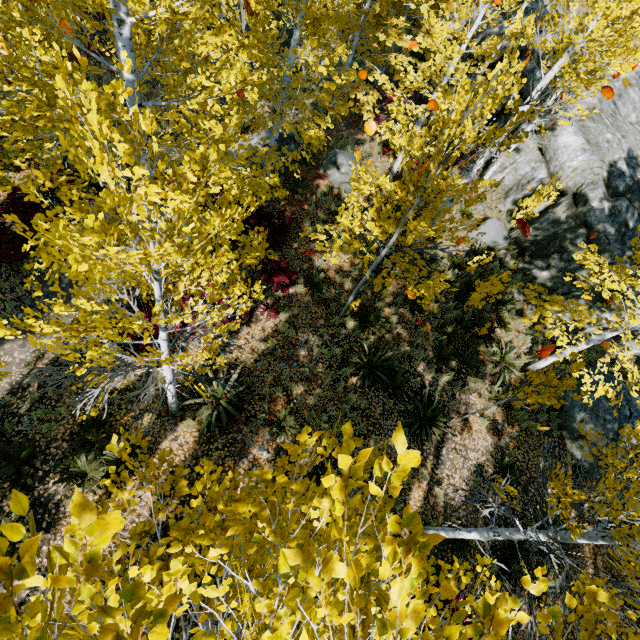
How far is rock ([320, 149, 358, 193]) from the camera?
12.1m

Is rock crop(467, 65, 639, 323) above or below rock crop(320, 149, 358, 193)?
above

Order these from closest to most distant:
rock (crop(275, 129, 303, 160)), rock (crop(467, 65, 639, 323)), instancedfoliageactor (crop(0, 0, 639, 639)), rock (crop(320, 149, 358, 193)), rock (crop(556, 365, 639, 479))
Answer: instancedfoliageactor (crop(0, 0, 639, 639)), rock (crop(556, 365, 639, 479)), rock (crop(467, 65, 639, 323)), rock (crop(320, 149, 358, 193)), rock (crop(275, 129, 303, 160))

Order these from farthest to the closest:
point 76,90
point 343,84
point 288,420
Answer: point 343,84 → point 288,420 → point 76,90

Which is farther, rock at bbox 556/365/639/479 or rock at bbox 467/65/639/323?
rock at bbox 467/65/639/323

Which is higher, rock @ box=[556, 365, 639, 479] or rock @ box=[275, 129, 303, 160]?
rock @ box=[275, 129, 303, 160]

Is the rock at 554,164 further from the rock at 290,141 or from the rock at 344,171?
the rock at 344,171

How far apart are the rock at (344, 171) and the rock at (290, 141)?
1.23m
